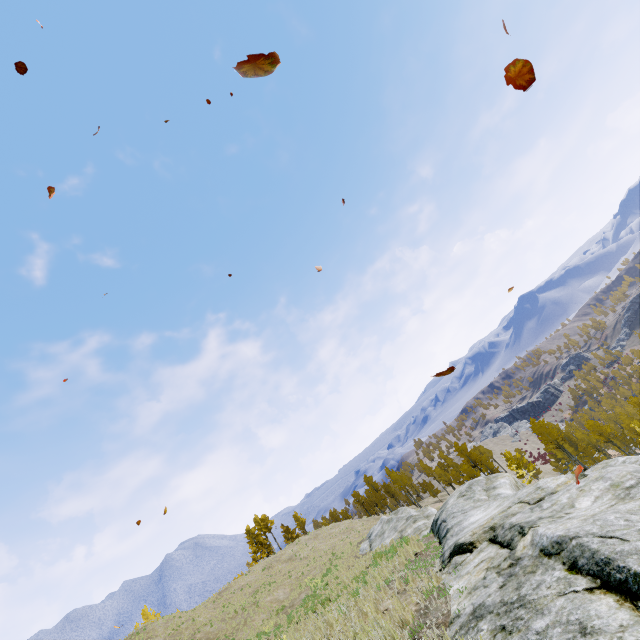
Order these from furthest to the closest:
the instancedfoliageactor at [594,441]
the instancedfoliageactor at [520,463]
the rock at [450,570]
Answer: the instancedfoliageactor at [594,441] < the instancedfoliageactor at [520,463] < the rock at [450,570]

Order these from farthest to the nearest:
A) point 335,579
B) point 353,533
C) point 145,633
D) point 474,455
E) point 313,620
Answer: point 474,455, point 353,533, point 145,633, point 335,579, point 313,620

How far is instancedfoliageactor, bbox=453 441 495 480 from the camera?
50.16m

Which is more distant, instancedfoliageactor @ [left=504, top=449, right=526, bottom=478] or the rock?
instancedfoliageactor @ [left=504, top=449, right=526, bottom=478]

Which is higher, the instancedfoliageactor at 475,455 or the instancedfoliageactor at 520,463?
the instancedfoliageactor at 475,455

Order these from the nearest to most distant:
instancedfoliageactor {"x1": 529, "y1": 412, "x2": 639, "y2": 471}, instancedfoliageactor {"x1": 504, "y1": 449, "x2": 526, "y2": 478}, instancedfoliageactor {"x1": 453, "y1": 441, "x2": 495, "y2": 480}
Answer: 1. instancedfoliageactor {"x1": 504, "y1": 449, "x2": 526, "y2": 478}
2. instancedfoliageactor {"x1": 529, "y1": 412, "x2": 639, "y2": 471}
3. instancedfoliageactor {"x1": 453, "y1": 441, "x2": 495, "y2": 480}

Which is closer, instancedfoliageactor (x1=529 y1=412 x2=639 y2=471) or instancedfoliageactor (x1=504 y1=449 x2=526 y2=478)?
instancedfoliageactor (x1=504 y1=449 x2=526 y2=478)
